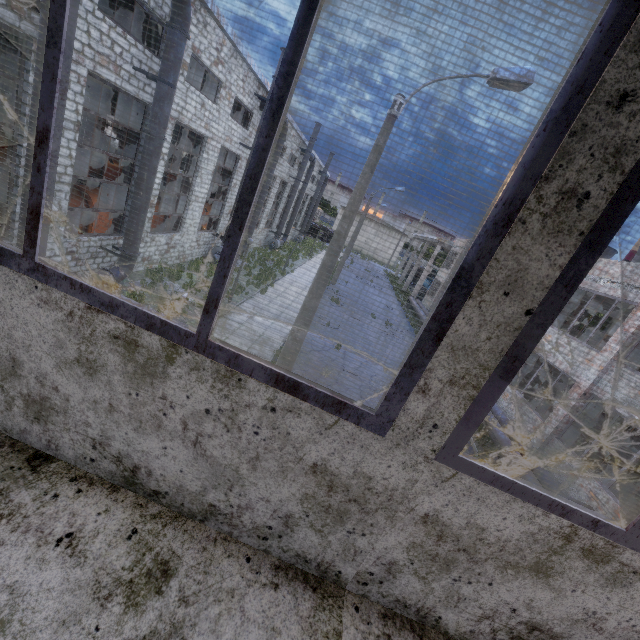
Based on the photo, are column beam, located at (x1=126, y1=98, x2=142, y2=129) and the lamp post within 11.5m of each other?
yes

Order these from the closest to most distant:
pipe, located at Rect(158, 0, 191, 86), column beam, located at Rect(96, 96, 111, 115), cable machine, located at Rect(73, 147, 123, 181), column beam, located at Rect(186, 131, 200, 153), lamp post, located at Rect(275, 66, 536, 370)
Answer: lamp post, located at Rect(275, 66, 536, 370) → pipe, located at Rect(158, 0, 191, 86) → column beam, located at Rect(186, 131, 200, 153) → cable machine, located at Rect(73, 147, 123, 181) → column beam, located at Rect(96, 96, 111, 115)

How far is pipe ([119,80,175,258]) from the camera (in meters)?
10.79

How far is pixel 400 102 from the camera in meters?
7.1 m

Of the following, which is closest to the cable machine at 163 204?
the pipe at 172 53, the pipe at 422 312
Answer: the pipe at 172 53

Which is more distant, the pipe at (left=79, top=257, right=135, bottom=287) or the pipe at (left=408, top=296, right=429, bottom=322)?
the pipe at (left=408, top=296, right=429, bottom=322)

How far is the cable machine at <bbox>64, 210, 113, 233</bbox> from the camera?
14.0 meters

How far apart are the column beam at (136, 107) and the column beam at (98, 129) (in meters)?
23.72
